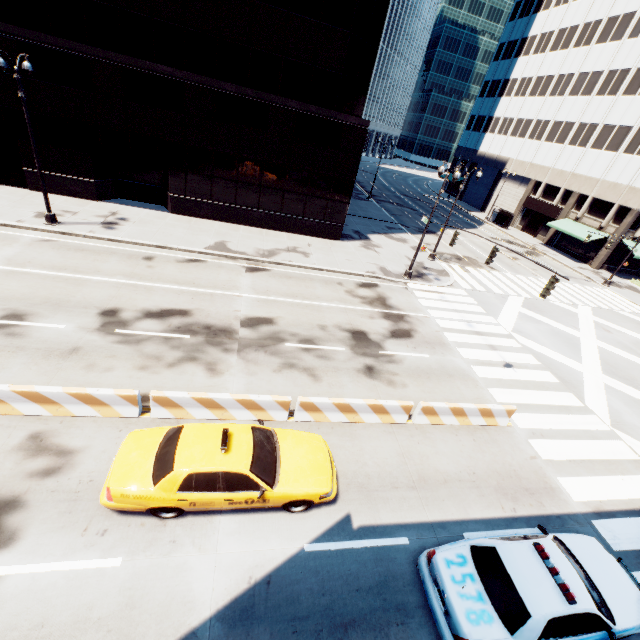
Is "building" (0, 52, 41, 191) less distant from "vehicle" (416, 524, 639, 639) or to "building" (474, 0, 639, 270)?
"vehicle" (416, 524, 639, 639)

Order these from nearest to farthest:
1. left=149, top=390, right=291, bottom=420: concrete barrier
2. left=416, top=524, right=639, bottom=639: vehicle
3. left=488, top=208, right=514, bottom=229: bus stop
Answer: left=416, top=524, right=639, bottom=639: vehicle, left=149, top=390, right=291, bottom=420: concrete barrier, left=488, top=208, right=514, bottom=229: bus stop

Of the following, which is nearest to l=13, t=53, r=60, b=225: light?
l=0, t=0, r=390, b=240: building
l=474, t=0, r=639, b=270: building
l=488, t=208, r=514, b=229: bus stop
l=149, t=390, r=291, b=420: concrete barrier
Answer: l=0, t=0, r=390, b=240: building

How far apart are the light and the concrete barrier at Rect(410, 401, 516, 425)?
20.6m

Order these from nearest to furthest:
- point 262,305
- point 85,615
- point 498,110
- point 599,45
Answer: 1. point 85,615
2. point 262,305
3. point 599,45
4. point 498,110

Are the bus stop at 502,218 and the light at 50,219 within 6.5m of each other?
no

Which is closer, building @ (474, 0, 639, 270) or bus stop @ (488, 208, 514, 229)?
building @ (474, 0, 639, 270)

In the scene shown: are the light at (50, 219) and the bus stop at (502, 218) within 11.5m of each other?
no
